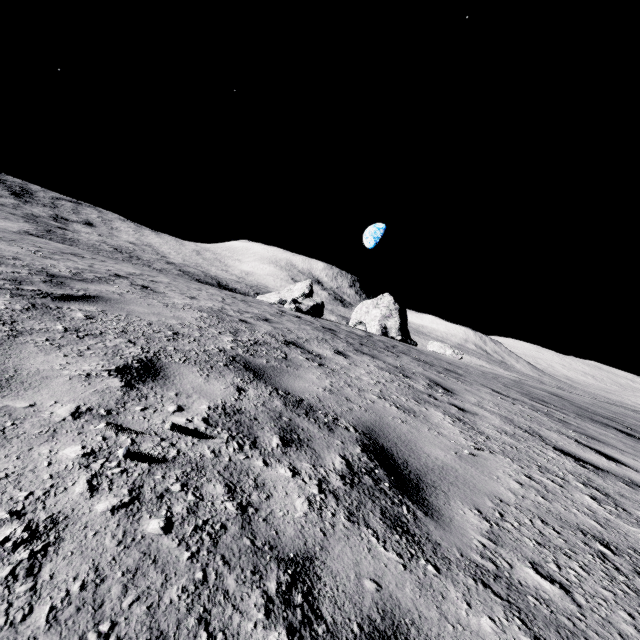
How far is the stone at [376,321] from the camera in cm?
3669

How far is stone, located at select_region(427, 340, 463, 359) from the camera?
28.82m

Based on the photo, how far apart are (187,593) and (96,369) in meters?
1.8

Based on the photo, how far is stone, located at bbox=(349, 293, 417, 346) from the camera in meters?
36.7

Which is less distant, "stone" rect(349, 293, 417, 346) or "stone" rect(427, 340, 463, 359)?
"stone" rect(427, 340, 463, 359)

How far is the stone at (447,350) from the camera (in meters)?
28.82
